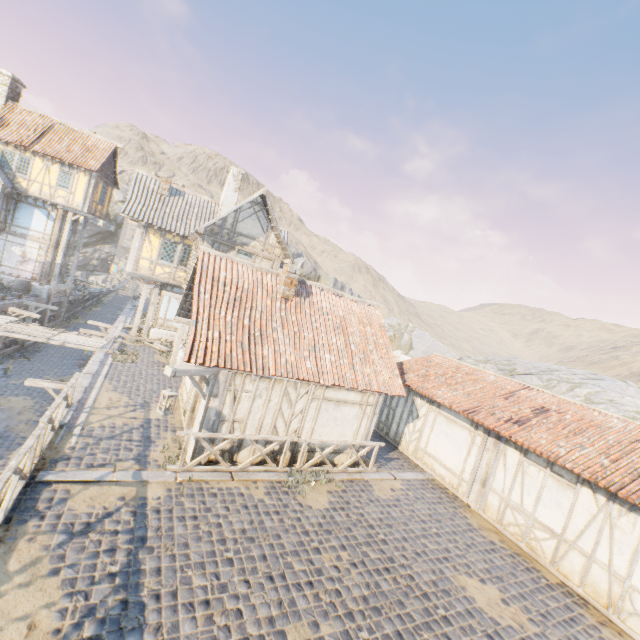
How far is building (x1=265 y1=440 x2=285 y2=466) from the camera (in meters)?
9.84

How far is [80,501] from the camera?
6.6 meters

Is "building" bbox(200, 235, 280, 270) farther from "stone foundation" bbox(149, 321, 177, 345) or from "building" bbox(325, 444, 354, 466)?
"building" bbox(325, 444, 354, 466)

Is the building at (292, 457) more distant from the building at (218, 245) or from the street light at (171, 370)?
the building at (218, 245)

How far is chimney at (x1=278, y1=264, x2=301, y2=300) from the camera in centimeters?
1127cm

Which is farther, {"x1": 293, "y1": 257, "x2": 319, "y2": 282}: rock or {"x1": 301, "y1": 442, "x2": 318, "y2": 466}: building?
{"x1": 293, "y1": 257, "x2": 319, "y2": 282}: rock

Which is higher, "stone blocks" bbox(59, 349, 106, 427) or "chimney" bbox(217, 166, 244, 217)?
"chimney" bbox(217, 166, 244, 217)

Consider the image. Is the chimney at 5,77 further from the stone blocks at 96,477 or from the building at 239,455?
the stone blocks at 96,477
